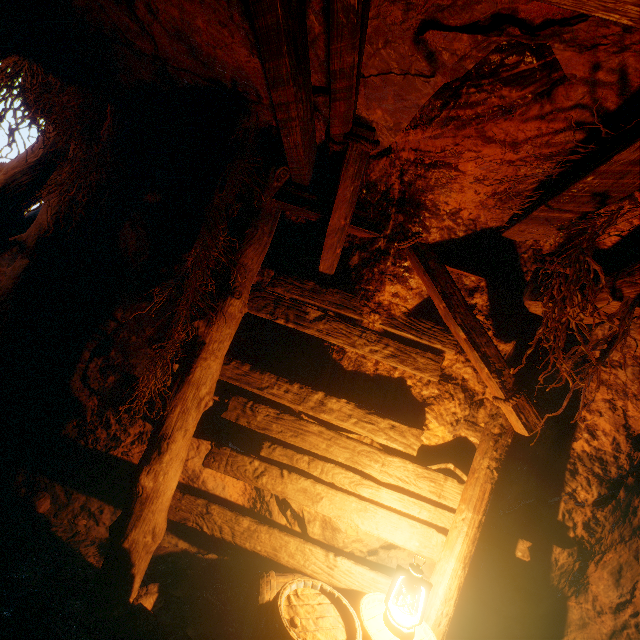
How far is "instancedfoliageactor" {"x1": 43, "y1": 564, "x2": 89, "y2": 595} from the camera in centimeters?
266cm

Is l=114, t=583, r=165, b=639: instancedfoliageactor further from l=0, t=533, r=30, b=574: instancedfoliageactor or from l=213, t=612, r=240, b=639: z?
l=0, t=533, r=30, b=574: instancedfoliageactor

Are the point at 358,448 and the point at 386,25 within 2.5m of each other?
no

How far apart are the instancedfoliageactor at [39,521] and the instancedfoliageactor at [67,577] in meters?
0.5 m

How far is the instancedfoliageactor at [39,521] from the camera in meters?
3.2 m

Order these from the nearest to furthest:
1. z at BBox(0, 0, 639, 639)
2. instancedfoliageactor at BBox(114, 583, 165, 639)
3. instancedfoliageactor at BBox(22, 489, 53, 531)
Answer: z at BBox(0, 0, 639, 639)
instancedfoliageactor at BBox(114, 583, 165, 639)
instancedfoliageactor at BBox(22, 489, 53, 531)

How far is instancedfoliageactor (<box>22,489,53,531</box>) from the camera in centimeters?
317cm

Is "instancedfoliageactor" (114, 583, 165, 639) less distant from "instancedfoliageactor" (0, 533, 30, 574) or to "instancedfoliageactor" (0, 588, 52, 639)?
"instancedfoliageactor" (0, 588, 52, 639)
